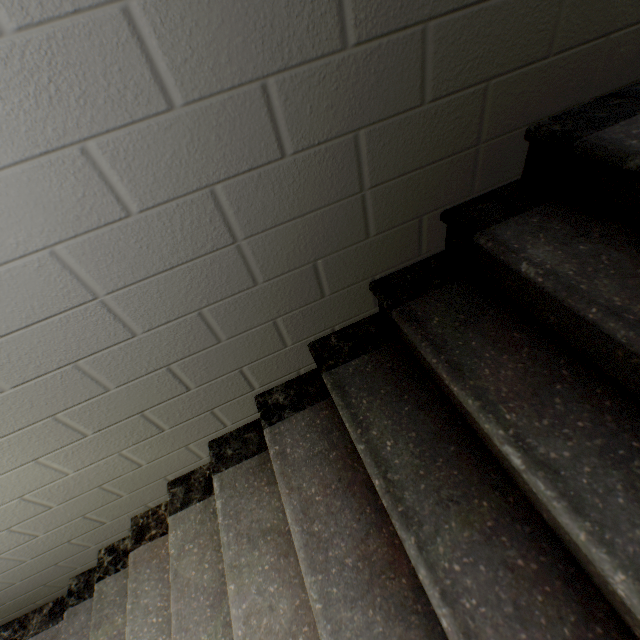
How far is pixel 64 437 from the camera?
1.15m
